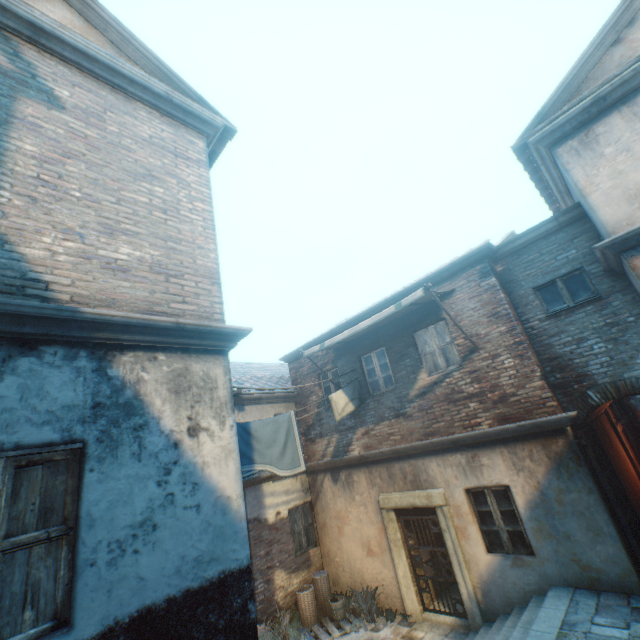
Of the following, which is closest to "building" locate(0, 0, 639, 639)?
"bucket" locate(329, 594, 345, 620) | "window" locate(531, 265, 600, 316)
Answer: "window" locate(531, 265, 600, 316)

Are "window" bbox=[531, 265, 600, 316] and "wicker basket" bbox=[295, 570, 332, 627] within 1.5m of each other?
no

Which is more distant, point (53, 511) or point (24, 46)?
point (24, 46)

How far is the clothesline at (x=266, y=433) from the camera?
7.2 meters

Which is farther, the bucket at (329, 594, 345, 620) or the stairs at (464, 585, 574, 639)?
the bucket at (329, 594, 345, 620)

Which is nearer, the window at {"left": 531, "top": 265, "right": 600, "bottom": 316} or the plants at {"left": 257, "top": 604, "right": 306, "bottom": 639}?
the window at {"left": 531, "top": 265, "right": 600, "bottom": 316}

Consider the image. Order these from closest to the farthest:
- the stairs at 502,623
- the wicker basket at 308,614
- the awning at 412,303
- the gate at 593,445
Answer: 1. the stairs at 502,623
2. the gate at 593,445
3. the awning at 412,303
4. the wicker basket at 308,614

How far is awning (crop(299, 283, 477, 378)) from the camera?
7.26m
